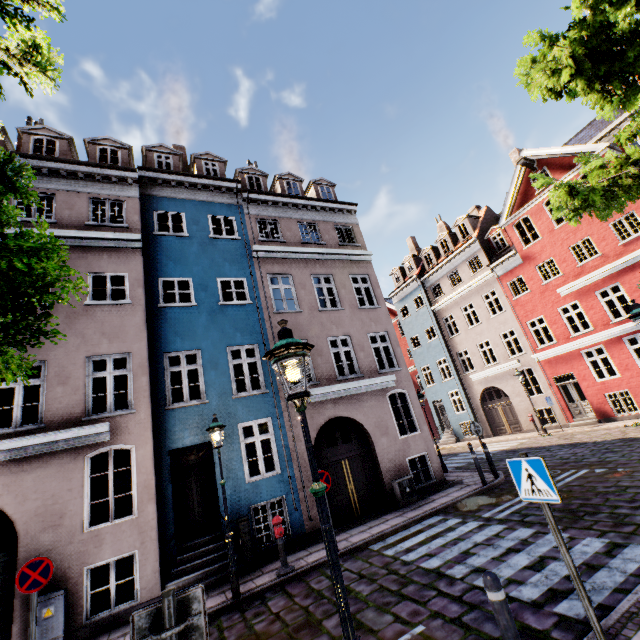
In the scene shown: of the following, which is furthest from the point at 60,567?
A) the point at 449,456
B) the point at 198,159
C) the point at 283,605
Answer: the point at 449,456

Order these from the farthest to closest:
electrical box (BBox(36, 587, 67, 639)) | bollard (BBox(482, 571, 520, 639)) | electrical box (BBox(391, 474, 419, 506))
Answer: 1. electrical box (BBox(391, 474, 419, 506))
2. electrical box (BBox(36, 587, 67, 639))
3. bollard (BBox(482, 571, 520, 639))

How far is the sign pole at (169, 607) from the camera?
2.3 meters

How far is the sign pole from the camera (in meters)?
2.30

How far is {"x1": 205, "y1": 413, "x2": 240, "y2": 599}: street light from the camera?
7.1 meters

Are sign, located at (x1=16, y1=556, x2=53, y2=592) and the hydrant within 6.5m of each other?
yes

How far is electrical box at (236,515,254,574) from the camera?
8.4m

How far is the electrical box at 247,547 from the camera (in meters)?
8.40
